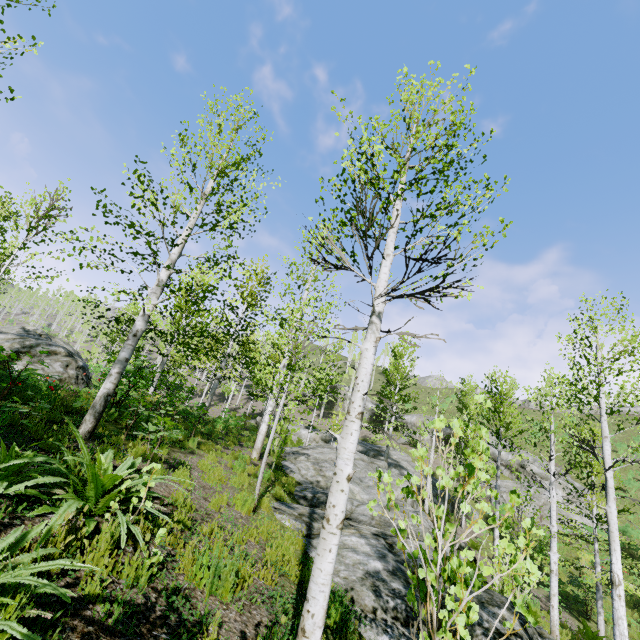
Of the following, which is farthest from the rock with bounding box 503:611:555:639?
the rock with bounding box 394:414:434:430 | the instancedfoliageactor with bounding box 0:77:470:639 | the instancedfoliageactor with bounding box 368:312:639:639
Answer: the rock with bounding box 394:414:434:430

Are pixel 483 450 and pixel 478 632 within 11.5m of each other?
yes

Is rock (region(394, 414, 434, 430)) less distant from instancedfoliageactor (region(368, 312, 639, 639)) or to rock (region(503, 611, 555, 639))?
instancedfoliageactor (region(368, 312, 639, 639))

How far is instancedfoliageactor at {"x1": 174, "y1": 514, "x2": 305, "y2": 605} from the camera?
3.8m

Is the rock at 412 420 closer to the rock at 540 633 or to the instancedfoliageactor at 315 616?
the rock at 540 633

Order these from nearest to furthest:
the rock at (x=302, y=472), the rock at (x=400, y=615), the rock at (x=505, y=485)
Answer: the rock at (x=400, y=615)
the rock at (x=302, y=472)
the rock at (x=505, y=485)

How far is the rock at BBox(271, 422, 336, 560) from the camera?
7.7m
